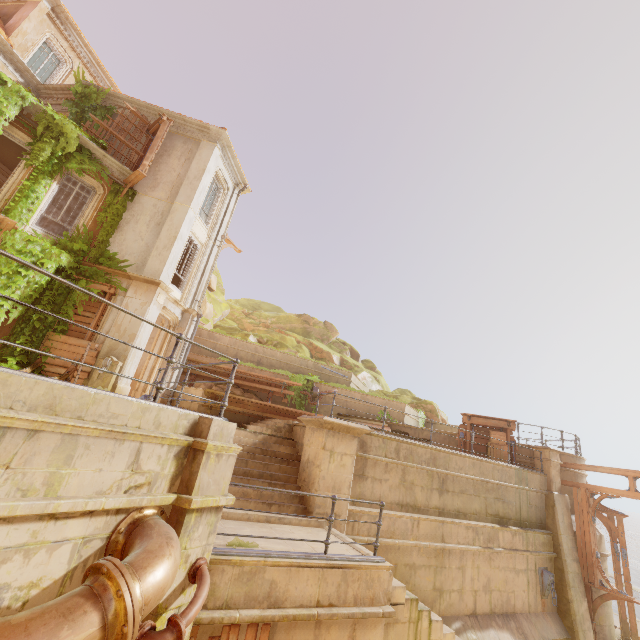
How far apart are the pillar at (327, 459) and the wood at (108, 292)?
8.3 meters

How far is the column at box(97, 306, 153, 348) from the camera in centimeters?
1182cm

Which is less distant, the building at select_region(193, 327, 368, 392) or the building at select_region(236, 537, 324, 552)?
the building at select_region(236, 537, 324, 552)

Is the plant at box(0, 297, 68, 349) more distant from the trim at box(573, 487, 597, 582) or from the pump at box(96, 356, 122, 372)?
the trim at box(573, 487, 597, 582)

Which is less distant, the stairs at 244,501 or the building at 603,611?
the stairs at 244,501

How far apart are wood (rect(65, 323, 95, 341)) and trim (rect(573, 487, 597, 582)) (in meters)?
20.20

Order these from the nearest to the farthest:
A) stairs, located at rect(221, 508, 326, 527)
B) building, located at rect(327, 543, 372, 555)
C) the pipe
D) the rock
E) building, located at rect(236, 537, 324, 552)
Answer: the pipe, building, located at rect(236, 537, 324, 552), building, located at rect(327, 543, 372, 555), stairs, located at rect(221, 508, 326, 527), the rock

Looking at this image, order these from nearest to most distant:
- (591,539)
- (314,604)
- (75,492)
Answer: (75,492)
(314,604)
(591,539)
